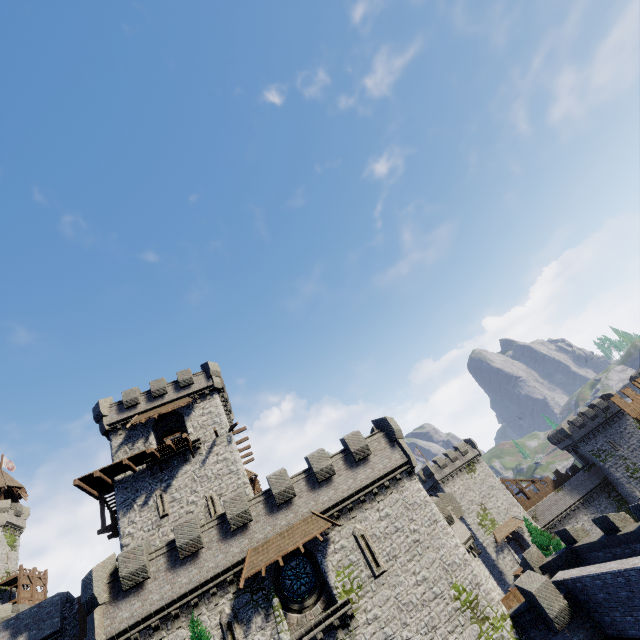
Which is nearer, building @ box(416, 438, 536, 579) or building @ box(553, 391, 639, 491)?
building @ box(416, 438, 536, 579)

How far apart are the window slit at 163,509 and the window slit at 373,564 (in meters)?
14.59

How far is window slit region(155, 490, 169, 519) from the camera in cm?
2491

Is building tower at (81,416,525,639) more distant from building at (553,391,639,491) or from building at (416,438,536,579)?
building at (553,391,639,491)

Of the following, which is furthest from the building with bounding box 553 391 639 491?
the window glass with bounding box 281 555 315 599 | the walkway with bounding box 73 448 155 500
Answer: the walkway with bounding box 73 448 155 500

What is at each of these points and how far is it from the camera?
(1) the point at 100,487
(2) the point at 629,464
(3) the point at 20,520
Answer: (1) walkway, 26.7 meters
(2) building, 51.8 meters
(3) building tower, 52.7 meters

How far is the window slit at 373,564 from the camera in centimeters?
1894cm

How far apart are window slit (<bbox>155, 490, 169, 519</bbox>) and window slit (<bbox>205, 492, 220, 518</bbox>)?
2.63m
